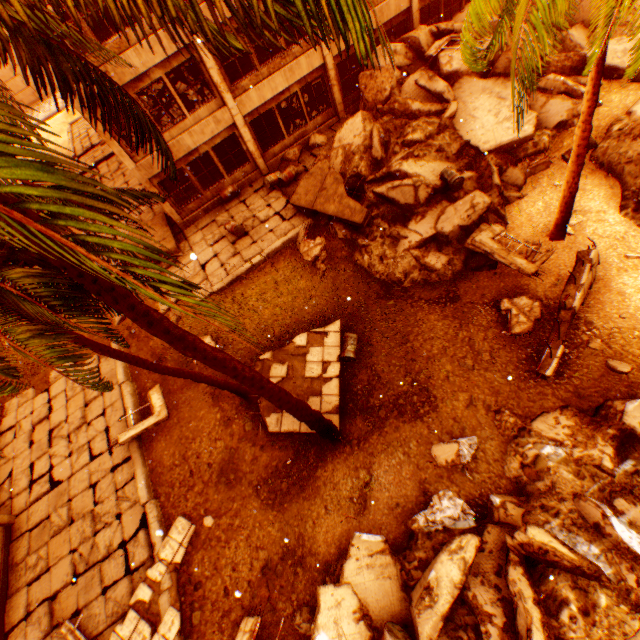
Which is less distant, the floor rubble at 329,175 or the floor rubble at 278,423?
the floor rubble at 278,423

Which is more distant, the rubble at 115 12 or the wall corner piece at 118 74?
the wall corner piece at 118 74

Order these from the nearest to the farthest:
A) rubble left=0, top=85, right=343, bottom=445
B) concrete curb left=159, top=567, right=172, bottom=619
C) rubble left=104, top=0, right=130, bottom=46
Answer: rubble left=0, top=85, right=343, bottom=445 < rubble left=104, top=0, right=130, bottom=46 < concrete curb left=159, top=567, right=172, bottom=619

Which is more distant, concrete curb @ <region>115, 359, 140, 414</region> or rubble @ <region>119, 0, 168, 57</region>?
concrete curb @ <region>115, 359, 140, 414</region>

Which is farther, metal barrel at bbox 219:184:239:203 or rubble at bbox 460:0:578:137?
metal barrel at bbox 219:184:239:203

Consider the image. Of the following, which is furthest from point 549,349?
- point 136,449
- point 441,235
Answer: point 136,449

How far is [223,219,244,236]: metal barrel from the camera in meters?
13.8

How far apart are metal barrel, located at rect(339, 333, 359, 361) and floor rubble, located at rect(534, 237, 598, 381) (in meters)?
3.08
